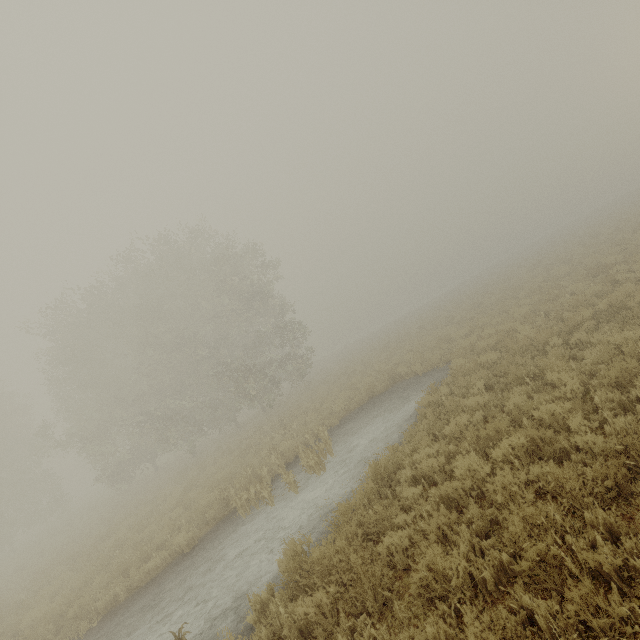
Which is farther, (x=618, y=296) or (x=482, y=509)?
(x=618, y=296)
